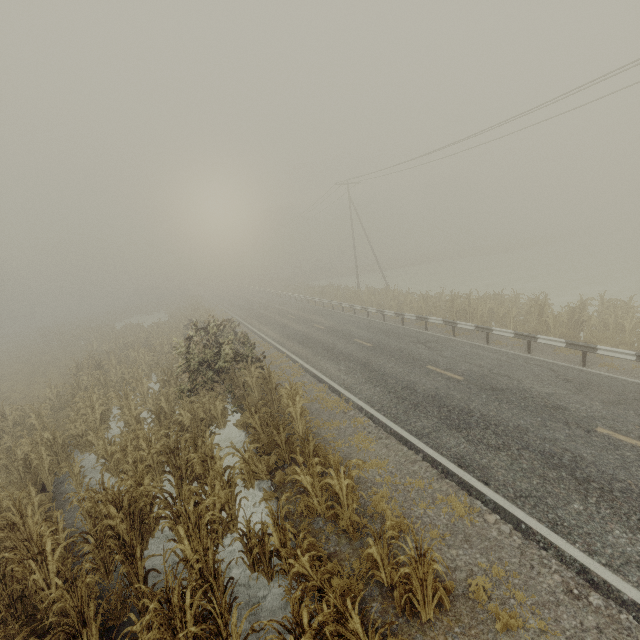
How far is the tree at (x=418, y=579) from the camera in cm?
448

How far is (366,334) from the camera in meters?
19.1

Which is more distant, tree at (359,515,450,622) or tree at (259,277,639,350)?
tree at (259,277,639,350)

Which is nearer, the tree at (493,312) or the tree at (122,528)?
the tree at (122,528)

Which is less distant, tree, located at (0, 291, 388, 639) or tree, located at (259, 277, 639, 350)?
tree, located at (0, 291, 388, 639)

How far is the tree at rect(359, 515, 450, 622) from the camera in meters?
4.5 m
